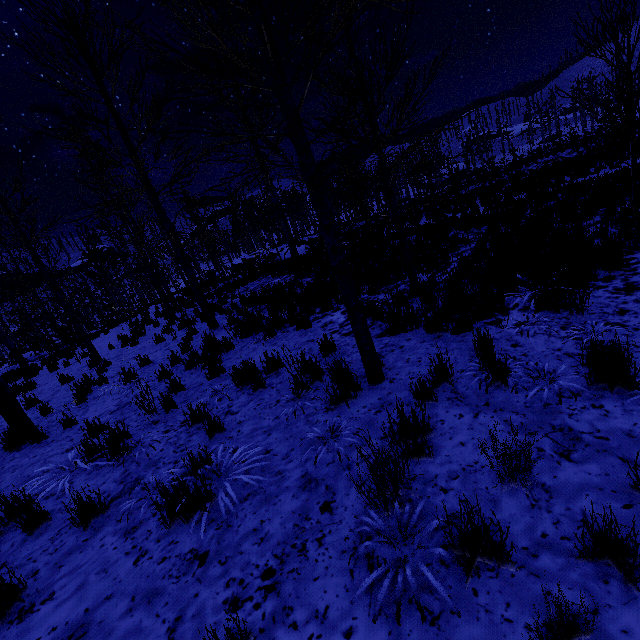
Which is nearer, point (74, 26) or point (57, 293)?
point (74, 26)

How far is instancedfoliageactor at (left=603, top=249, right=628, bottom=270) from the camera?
5.1m

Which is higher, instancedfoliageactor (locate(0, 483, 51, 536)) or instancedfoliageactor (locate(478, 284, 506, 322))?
instancedfoliageactor (locate(0, 483, 51, 536))

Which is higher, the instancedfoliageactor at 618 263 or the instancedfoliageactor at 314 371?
the instancedfoliageactor at 314 371
